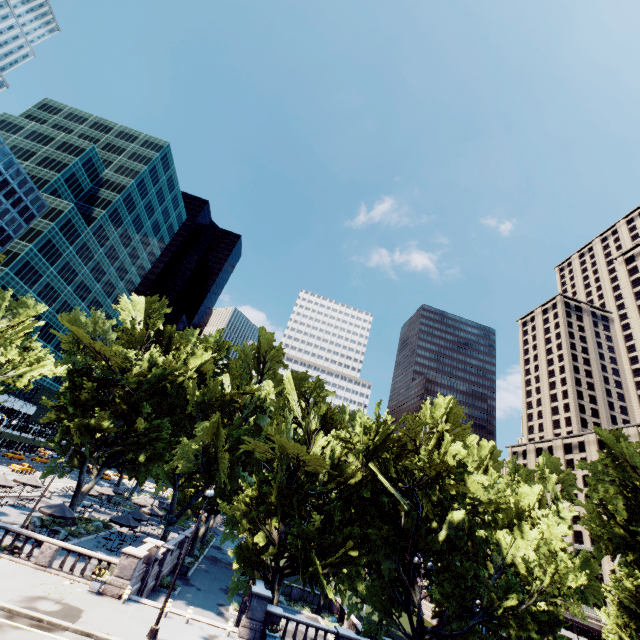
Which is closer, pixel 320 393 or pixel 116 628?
pixel 116 628

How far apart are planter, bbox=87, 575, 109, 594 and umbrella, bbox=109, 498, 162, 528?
15.2 meters

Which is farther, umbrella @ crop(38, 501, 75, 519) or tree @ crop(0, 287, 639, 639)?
umbrella @ crop(38, 501, 75, 519)

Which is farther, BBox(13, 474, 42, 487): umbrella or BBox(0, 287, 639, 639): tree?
BBox(13, 474, 42, 487): umbrella

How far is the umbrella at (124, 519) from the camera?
29.9 meters

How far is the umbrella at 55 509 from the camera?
25.2 meters

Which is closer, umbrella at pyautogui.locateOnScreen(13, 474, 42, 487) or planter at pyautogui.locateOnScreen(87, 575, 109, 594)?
planter at pyautogui.locateOnScreen(87, 575, 109, 594)

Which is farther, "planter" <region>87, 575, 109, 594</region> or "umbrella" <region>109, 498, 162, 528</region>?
"umbrella" <region>109, 498, 162, 528</region>
